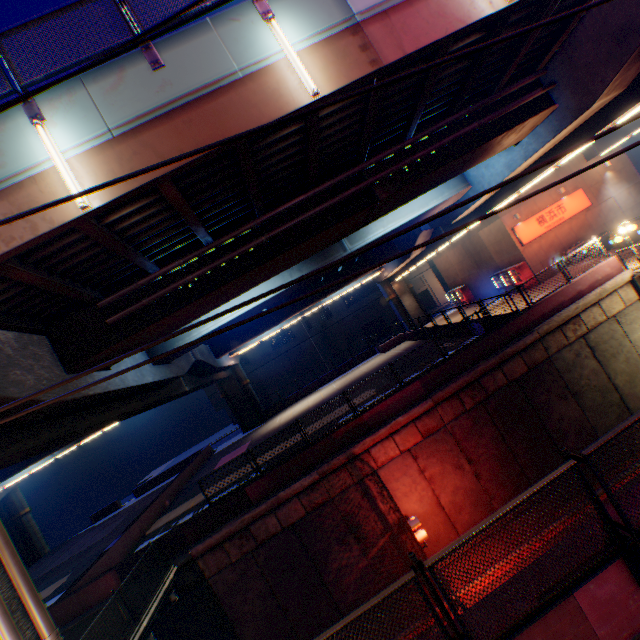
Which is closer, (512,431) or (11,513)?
(512,431)

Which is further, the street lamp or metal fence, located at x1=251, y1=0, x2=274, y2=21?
metal fence, located at x1=251, y1=0, x2=274, y2=21

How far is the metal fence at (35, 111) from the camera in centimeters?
610cm

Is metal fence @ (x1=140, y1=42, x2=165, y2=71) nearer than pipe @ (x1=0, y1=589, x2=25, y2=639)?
No

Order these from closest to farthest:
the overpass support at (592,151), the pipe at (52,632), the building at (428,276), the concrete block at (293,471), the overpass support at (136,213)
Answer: the pipe at (52,632) < the overpass support at (136,213) < the concrete block at (293,471) < the overpass support at (592,151) < the building at (428,276)

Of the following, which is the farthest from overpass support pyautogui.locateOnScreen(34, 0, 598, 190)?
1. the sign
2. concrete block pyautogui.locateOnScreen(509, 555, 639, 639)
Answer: the sign

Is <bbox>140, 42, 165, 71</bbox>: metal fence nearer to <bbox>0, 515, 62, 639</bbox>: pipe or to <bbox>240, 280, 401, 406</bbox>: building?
<bbox>0, 515, 62, 639</bbox>: pipe

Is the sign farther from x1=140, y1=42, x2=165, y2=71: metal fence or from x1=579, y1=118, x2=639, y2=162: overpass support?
x1=140, y1=42, x2=165, y2=71: metal fence
